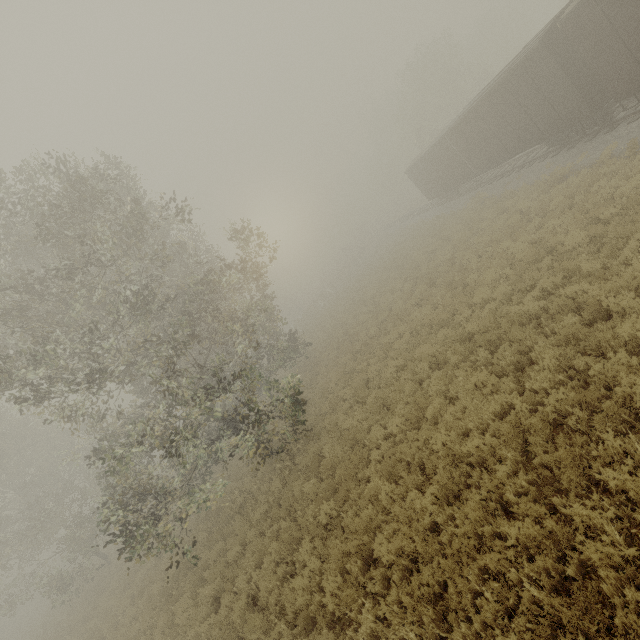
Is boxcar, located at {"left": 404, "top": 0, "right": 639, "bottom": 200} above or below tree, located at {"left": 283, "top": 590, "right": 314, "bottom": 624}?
above

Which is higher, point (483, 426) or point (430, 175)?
point (430, 175)

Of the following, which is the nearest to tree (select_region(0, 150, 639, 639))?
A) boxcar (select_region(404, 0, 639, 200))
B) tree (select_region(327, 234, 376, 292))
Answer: boxcar (select_region(404, 0, 639, 200))

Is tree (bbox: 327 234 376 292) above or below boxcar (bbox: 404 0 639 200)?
below

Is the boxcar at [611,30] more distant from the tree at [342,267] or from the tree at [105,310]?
the tree at [342,267]

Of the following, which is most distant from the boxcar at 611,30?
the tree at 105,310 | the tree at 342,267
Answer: the tree at 342,267

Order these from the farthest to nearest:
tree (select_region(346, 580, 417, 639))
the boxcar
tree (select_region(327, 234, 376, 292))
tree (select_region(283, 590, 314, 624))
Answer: tree (select_region(327, 234, 376, 292)) < the boxcar < tree (select_region(283, 590, 314, 624)) < tree (select_region(346, 580, 417, 639))

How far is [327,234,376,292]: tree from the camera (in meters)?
46.67
